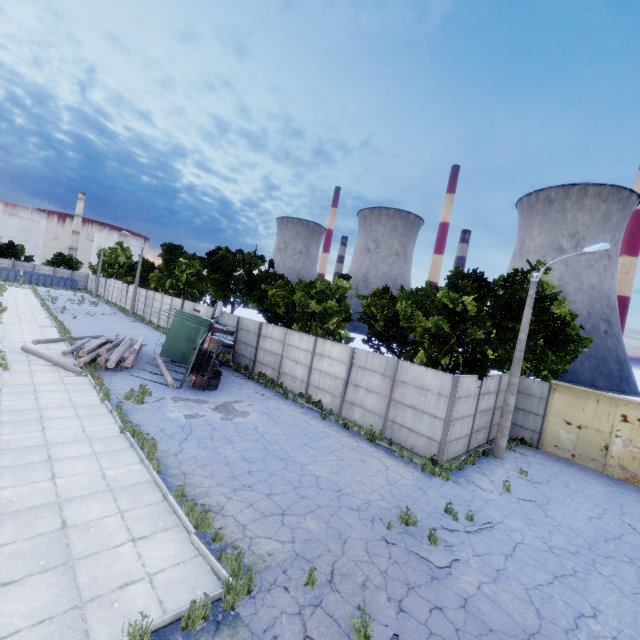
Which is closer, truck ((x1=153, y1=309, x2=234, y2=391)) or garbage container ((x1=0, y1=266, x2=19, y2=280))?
truck ((x1=153, y1=309, x2=234, y2=391))

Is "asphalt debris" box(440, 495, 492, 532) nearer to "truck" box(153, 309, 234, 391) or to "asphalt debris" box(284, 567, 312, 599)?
"asphalt debris" box(284, 567, 312, 599)

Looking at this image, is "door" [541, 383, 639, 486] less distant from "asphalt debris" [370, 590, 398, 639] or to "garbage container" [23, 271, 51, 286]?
"asphalt debris" [370, 590, 398, 639]

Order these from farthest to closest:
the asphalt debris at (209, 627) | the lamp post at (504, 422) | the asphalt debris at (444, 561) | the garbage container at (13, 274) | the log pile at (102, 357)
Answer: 1. the garbage container at (13, 274)
2. the log pile at (102, 357)
3. the lamp post at (504, 422)
4. the asphalt debris at (444, 561)
5. the asphalt debris at (209, 627)

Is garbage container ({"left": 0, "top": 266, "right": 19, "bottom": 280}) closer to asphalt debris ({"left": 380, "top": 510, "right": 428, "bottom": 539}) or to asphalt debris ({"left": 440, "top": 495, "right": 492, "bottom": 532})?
asphalt debris ({"left": 380, "top": 510, "right": 428, "bottom": 539})

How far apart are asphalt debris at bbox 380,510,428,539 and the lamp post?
8.5m

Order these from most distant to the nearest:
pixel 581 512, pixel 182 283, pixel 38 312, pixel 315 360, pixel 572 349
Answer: pixel 182 283
pixel 38 312
pixel 572 349
pixel 315 360
pixel 581 512

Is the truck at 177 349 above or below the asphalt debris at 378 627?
above
